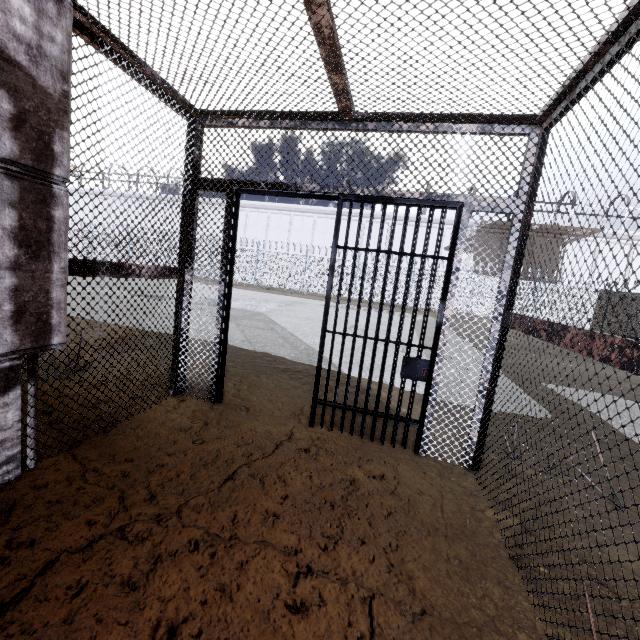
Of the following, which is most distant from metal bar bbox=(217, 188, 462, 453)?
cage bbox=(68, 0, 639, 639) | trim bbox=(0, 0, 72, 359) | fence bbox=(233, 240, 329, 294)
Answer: fence bbox=(233, 240, 329, 294)

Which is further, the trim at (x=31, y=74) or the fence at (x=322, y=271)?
the fence at (x=322, y=271)

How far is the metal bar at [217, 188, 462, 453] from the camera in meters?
2.8

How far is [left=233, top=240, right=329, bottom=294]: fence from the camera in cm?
2433

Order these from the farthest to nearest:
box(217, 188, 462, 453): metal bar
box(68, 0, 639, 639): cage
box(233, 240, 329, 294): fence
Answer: box(233, 240, 329, 294): fence → box(217, 188, 462, 453): metal bar → box(68, 0, 639, 639): cage

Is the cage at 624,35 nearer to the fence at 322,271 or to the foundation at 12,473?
the foundation at 12,473

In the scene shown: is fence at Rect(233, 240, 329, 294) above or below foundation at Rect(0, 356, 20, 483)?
above

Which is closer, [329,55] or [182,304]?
[329,55]
